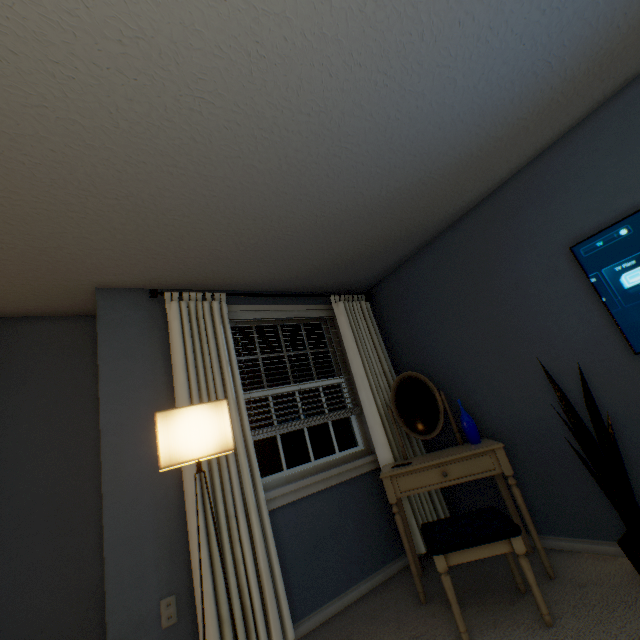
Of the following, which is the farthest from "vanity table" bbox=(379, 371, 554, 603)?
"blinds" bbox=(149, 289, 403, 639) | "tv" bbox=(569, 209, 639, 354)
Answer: "tv" bbox=(569, 209, 639, 354)

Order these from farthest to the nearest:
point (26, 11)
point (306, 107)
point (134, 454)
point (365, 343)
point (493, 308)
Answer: point (365, 343)
point (493, 308)
point (134, 454)
point (306, 107)
point (26, 11)

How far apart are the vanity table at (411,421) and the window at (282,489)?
0.2m

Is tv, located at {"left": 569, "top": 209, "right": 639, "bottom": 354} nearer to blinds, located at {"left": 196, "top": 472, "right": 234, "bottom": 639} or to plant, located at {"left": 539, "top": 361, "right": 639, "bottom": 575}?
plant, located at {"left": 539, "top": 361, "right": 639, "bottom": 575}

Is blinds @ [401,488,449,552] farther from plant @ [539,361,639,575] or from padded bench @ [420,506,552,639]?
plant @ [539,361,639,575]

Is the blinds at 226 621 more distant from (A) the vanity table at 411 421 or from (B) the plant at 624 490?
(B) the plant at 624 490

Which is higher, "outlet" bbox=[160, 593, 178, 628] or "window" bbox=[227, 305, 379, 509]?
"window" bbox=[227, 305, 379, 509]

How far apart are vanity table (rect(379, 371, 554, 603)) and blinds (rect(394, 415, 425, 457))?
0.05m
